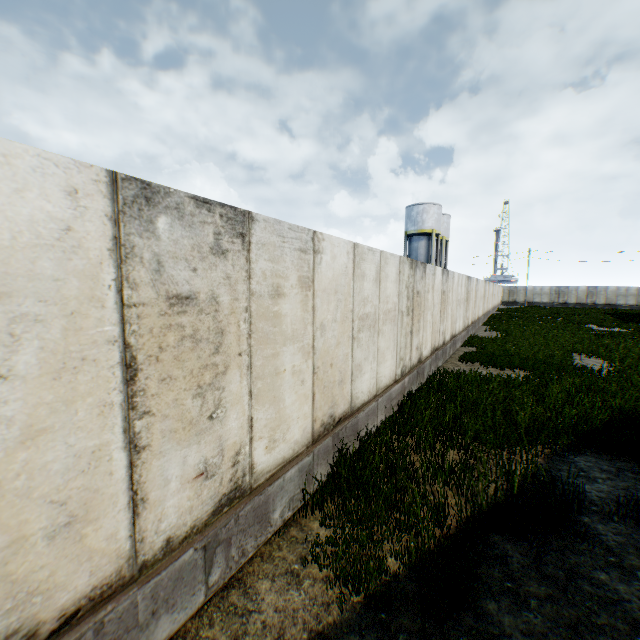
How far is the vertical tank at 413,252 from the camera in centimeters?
3625cm

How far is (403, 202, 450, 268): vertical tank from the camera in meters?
36.2 m

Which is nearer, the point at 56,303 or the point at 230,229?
the point at 56,303
